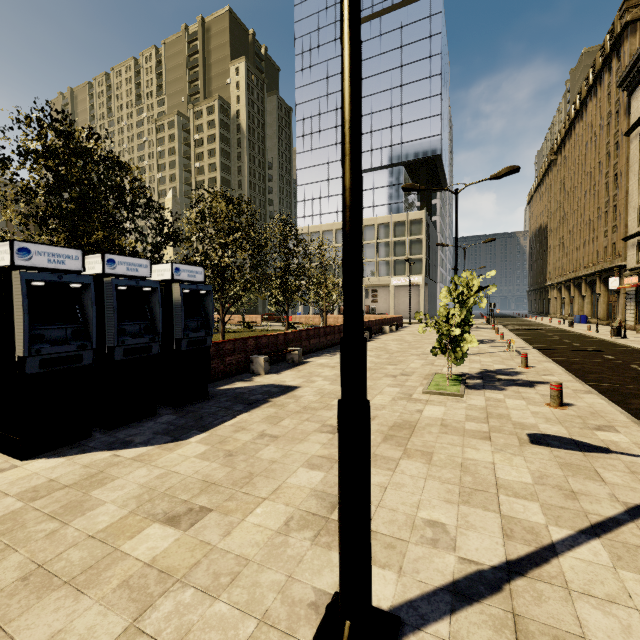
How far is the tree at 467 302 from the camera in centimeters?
823cm

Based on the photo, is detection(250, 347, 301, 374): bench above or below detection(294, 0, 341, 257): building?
below

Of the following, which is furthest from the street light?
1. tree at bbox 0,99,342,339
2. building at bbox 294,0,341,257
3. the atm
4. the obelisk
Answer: the obelisk

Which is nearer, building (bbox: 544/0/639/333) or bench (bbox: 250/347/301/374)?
bench (bbox: 250/347/301/374)

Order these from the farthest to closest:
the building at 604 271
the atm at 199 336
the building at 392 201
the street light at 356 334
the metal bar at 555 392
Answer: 1. the building at 392 201
2. the building at 604 271
3. the metal bar at 555 392
4. the atm at 199 336
5. the street light at 356 334

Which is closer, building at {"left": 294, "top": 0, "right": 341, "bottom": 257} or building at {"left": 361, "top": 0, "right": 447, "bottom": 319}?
building at {"left": 361, "top": 0, "right": 447, "bottom": 319}

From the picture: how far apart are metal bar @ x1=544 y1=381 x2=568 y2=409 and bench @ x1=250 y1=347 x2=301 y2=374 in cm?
786

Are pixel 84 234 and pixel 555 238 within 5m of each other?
no
